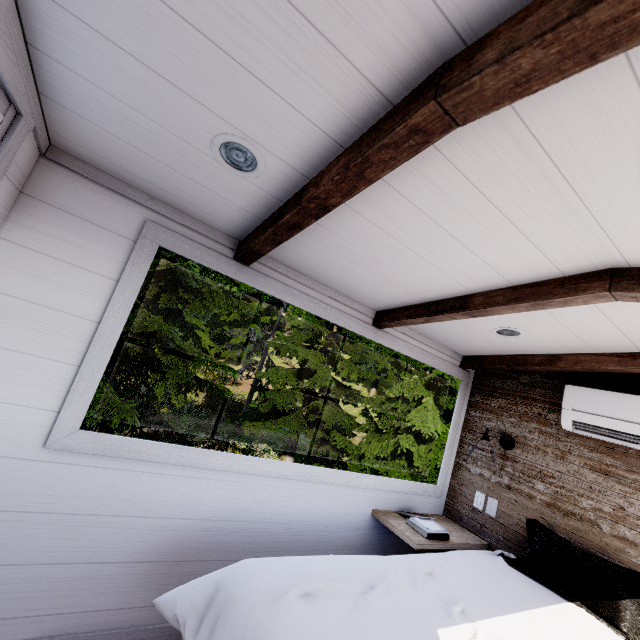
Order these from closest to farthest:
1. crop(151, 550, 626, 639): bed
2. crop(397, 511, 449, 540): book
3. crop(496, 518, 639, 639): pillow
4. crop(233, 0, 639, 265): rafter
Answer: crop(233, 0, 639, 265): rafter, crop(151, 550, 626, 639): bed, crop(496, 518, 639, 639): pillow, crop(397, 511, 449, 540): book

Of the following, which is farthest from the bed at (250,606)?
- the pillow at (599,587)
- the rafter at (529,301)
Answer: the rafter at (529,301)

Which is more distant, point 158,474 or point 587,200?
point 158,474

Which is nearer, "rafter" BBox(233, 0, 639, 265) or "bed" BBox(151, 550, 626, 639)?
"rafter" BBox(233, 0, 639, 265)

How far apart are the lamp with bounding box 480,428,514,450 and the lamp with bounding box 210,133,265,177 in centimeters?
278cm

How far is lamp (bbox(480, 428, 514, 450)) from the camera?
2.5 meters

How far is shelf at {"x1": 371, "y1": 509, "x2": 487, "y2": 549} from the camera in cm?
219

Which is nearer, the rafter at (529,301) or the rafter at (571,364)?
the rafter at (529,301)
